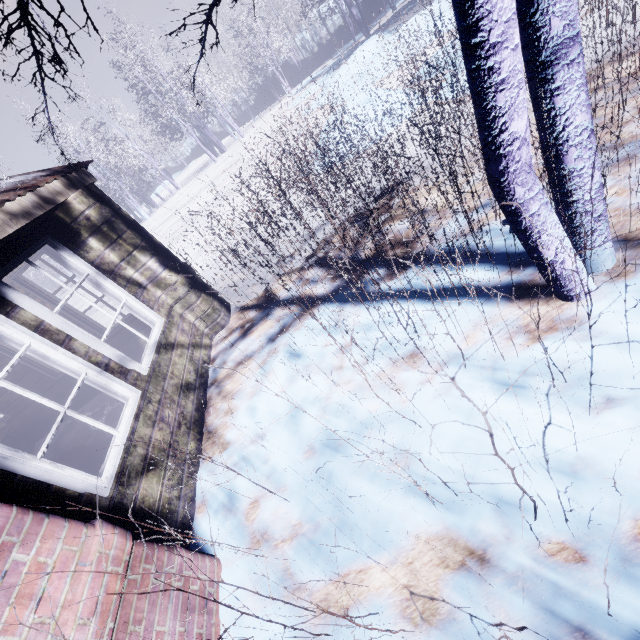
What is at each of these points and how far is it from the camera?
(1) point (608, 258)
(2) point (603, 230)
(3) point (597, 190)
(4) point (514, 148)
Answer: (1) tree, 1.87m
(2) tree, 1.79m
(3) tree, 1.68m
(4) tree, 1.34m

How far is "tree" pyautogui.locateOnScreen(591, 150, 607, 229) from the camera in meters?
1.6 m

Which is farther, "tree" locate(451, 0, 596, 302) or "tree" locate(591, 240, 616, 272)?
"tree" locate(591, 240, 616, 272)

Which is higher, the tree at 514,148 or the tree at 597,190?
the tree at 514,148

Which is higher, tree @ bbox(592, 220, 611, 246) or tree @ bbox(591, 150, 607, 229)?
tree @ bbox(591, 150, 607, 229)

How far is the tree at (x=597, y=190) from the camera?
1.6 meters
